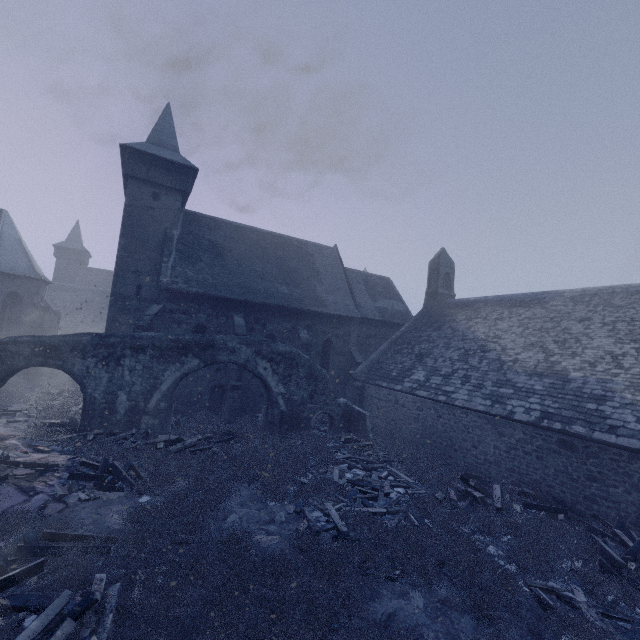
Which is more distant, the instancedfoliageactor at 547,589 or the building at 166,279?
the building at 166,279

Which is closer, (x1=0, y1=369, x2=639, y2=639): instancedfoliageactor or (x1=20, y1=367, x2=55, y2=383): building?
(x1=0, y1=369, x2=639, y2=639): instancedfoliageactor

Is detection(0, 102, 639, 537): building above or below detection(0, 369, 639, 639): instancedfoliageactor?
above

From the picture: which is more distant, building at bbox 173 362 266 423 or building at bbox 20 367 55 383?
building at bbox 20 367 55 383

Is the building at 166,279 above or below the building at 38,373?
above

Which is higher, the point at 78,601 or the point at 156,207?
the point at 156,207

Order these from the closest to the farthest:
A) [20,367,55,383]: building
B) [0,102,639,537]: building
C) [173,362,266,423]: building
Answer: [0,102,639,537]: building → [173,362,266,423]: building → [20,367,55,383]: building
